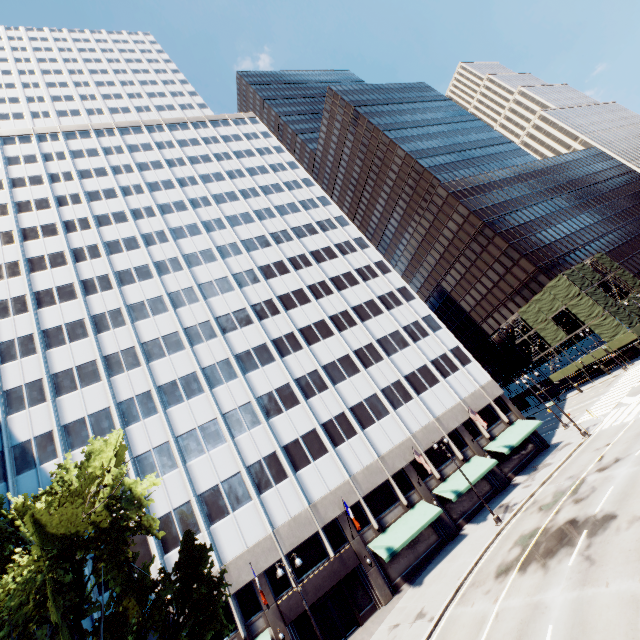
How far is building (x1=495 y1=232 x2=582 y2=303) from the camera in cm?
5631

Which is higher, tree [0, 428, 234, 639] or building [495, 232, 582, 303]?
building [495, 232, 582, 303]

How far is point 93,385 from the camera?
30.6 meters

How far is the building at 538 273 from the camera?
56.3 meters

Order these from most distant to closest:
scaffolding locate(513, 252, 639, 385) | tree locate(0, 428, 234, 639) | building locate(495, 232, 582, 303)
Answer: building locate(495, 232, 582, 303) → scaffolding locate(513, 252, 639, 385) → tree locate(0, 428, 234, 639)

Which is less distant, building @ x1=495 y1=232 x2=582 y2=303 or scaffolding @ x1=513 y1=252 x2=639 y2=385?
scaffolding @ x1=513 y1=252 x2=639 y2=385

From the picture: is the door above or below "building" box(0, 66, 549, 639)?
below

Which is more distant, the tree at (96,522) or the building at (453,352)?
the building at (453,352)
